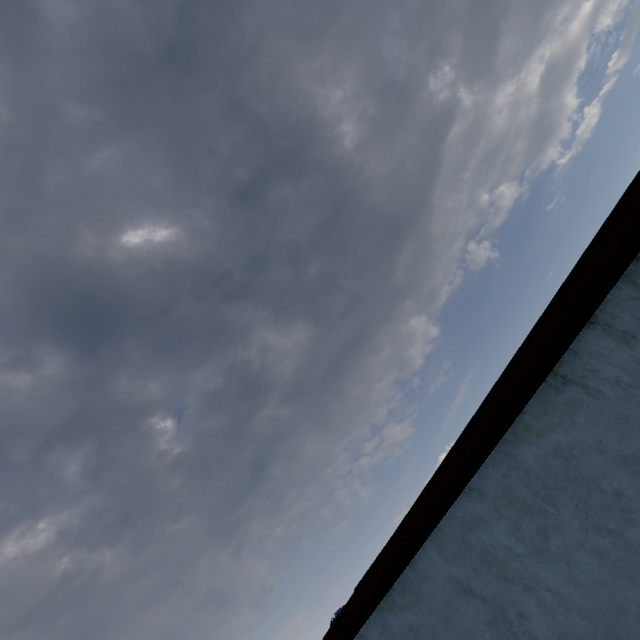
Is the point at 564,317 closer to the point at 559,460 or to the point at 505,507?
the point at 559,460
